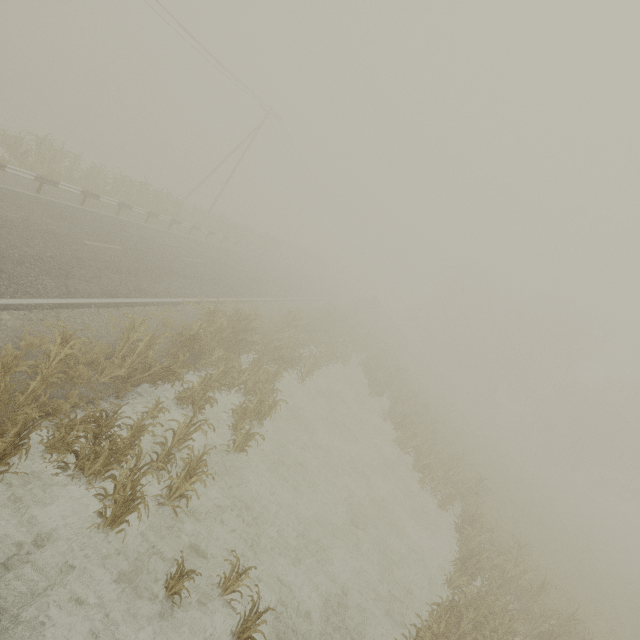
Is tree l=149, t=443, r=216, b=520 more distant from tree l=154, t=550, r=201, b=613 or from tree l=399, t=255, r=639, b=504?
tree l=399, t=255, r=639, b=504

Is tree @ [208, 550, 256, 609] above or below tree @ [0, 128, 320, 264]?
below

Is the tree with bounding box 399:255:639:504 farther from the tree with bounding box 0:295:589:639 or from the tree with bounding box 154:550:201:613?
the tree with bounding box 154:550:201:613

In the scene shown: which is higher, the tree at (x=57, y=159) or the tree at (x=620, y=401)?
the tree at (x=620, y=401)

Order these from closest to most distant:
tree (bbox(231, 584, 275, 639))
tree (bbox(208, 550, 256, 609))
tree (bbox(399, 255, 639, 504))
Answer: tree (bbox(231, 584, 275, 639))
tree (bbox(208, 550, 256, 609))
tree (bbox(399, 255, 639, 504))

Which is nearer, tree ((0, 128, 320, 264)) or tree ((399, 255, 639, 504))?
tree ((0, 128, 320, 264))

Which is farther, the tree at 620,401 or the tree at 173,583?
the tree at 620,401

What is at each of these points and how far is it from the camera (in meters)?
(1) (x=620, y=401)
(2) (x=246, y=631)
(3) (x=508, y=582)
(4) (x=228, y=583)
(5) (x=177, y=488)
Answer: (1) tree, 40.78
(2) tree, 6.03
(3) tree, 13.02
(4) tree, 6.50
(5) tree, 7.37
